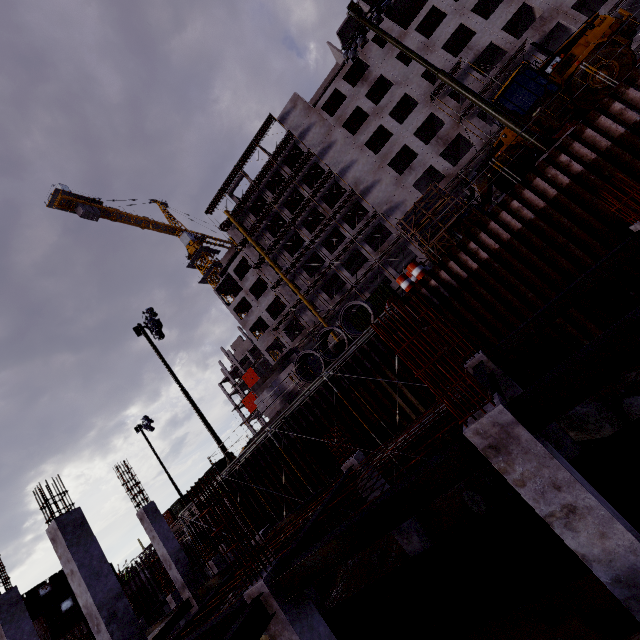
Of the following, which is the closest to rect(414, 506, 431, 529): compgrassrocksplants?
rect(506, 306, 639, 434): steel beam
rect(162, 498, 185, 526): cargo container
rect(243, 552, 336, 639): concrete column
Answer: rect(243, 552, 336, 639): concrete column

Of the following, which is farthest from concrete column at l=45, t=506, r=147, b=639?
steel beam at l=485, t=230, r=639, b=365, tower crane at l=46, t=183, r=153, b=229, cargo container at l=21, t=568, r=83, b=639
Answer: tower crane at l=46, t=183, r=153, b=229

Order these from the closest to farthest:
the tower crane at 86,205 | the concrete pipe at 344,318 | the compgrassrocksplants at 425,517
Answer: the compgrassrocksplants at 425,517, the concrete pipe at 344,318, the tower crane at 86,205

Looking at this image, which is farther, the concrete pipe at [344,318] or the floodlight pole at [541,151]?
the concrete pipe at [344,318]

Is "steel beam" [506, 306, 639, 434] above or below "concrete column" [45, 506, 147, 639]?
below

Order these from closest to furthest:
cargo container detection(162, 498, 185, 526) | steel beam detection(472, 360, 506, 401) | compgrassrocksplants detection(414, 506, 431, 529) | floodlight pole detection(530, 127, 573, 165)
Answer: steel beam detection(472, 360, 506, 401), compgrassrocksplants detection(414, 506, 431, 529), floodlight pole detection(530, 127, 573, 165), cargo container detection(162, 498, 185, 526)

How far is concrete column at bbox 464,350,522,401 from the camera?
8.2m

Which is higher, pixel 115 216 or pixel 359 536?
pixel 115 216
